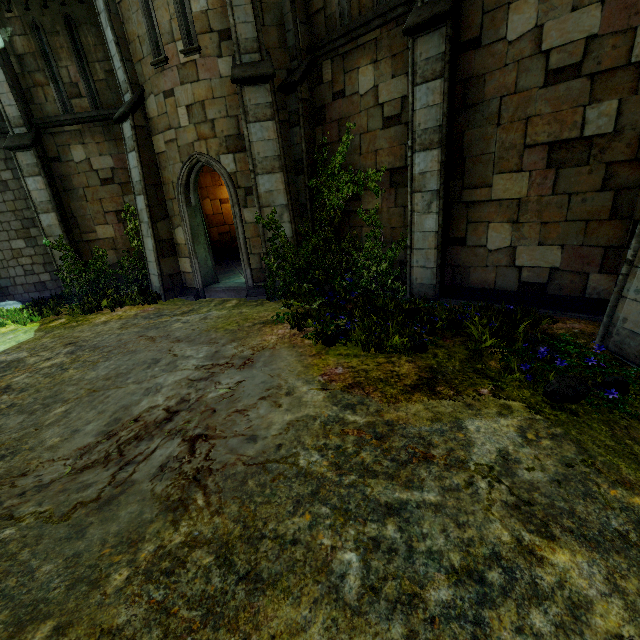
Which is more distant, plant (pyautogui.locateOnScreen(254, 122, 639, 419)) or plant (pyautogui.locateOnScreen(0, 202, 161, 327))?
plant (pyautogui.locateOnScreen(0, 202, 161, 327))

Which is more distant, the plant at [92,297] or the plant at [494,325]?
the plant at [92,297]

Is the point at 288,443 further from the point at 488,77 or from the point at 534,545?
the point at 488,77
